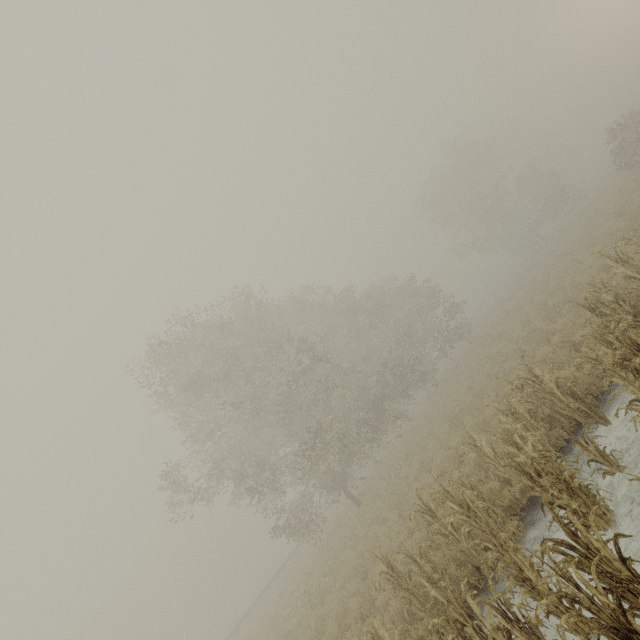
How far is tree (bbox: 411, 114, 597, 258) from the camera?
35.9 meters

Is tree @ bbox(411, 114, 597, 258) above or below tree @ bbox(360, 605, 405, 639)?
above

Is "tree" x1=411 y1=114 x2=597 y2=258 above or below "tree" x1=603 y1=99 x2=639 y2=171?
above

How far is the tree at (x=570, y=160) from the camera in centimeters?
3594cm

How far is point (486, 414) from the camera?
13.0m

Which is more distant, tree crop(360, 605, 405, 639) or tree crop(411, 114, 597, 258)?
tree crop(411, 114, 597, 258)

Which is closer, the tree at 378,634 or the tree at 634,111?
the tree at 378,634

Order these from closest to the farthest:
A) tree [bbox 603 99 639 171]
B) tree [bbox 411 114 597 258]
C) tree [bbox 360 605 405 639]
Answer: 1. tree [bbox 360 605 405 639]
2. tree [bbox 603 99 639 171]
3. tree [bbox 411 114 597 258]
